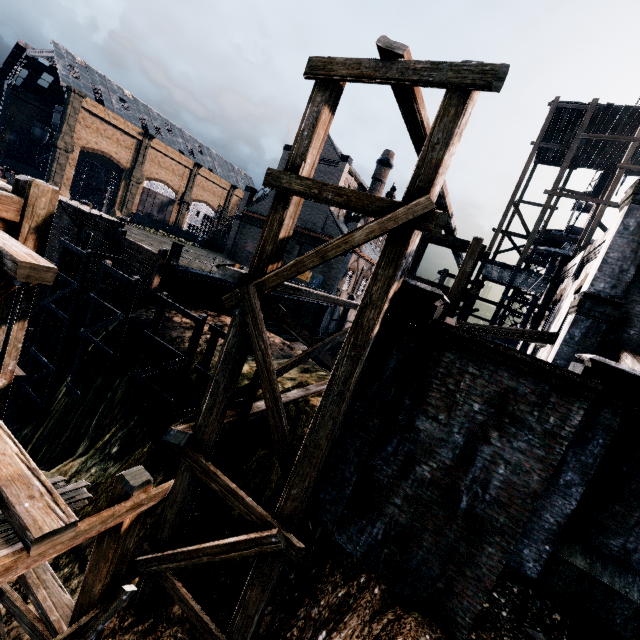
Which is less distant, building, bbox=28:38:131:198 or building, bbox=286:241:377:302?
building, bbox=286:241:377:302

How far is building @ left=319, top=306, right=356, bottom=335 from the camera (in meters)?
43.59

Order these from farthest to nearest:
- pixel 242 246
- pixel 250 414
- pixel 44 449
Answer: pixel 242 246 < pixel 44 449 < pixel 250 414

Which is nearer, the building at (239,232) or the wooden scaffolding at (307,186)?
the wooden scaffolding at (307,186)

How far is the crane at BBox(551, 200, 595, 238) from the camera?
33.2 meters

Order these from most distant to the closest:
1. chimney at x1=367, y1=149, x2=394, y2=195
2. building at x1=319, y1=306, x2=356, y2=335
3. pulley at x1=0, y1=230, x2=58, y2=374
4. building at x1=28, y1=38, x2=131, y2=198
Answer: building at x1=28, y1=38, x2=131, y2=198 < chimney at x1=367, y1=149, x2=394, y2=195 < building at x1=319, y1=306, x2=356, y2=335 < pulley at x1=0, y1=230, x2=58, y2=374

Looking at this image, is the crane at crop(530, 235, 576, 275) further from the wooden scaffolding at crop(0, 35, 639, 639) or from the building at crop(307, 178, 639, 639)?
the wooden scaffolding at crop(0, 35, 639, 639)

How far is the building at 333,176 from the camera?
41.9m
